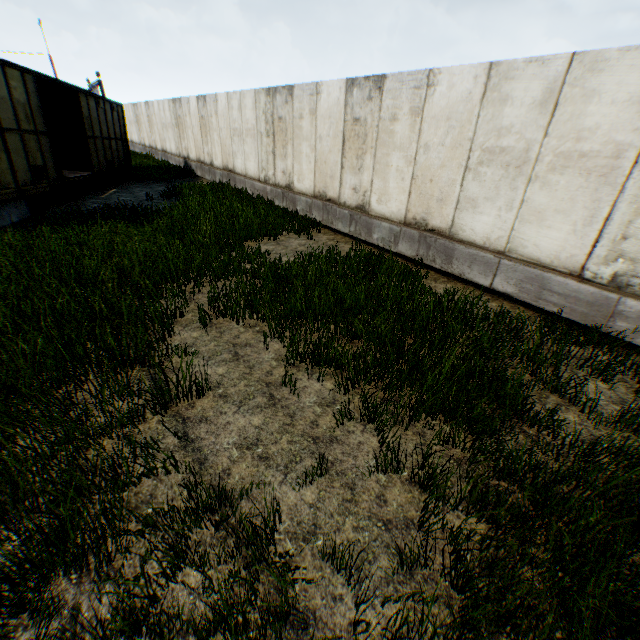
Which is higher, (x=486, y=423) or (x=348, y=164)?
(x=348, y=164)

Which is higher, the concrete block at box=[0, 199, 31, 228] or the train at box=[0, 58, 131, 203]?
the train at box=[0, 58, 131, 203]

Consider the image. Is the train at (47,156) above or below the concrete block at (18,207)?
above
